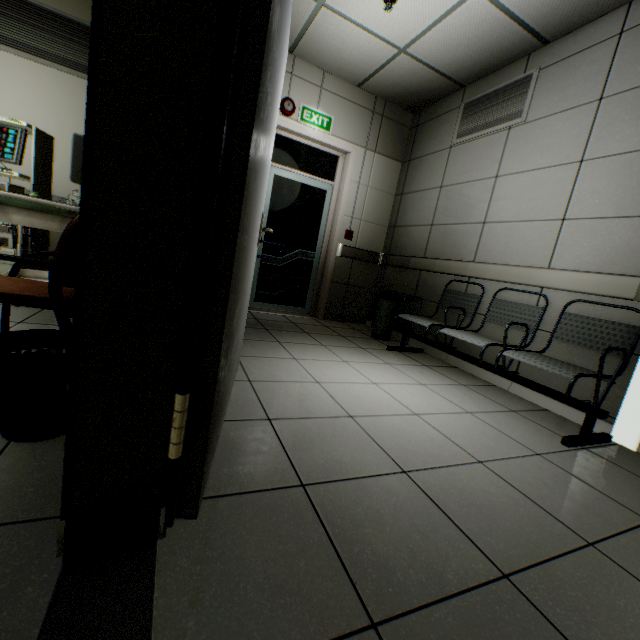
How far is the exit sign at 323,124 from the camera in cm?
Result: 420

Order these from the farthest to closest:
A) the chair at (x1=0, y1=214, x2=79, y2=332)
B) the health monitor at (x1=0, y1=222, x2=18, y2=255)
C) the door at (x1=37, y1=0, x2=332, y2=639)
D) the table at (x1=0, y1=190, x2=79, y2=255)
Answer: the health monitor at (x1=0, y1=222, x2=18, y2=255)
the table at (x1=0, y1=190, x2=79, y2=255)
the chair at (x1=0, y1=214, x2=79, y2=332)
the door at (x1=37, y1=0, x2=332, y2=639)

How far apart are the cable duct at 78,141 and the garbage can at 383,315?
2.8m

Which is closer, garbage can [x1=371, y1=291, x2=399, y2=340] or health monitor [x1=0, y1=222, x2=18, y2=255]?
health monitor [x1=0, y1=222, x2=18, y2=255]

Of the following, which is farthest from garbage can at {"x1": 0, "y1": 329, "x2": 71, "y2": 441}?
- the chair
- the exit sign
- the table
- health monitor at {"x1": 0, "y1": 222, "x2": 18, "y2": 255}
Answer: the exit sign

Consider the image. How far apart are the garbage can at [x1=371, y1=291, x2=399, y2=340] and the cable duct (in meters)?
2.84

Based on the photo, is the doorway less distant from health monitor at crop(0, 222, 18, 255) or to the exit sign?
the exit sign

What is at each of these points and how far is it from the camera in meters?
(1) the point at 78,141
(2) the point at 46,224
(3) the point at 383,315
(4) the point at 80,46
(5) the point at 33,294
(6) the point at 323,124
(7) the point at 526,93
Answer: (1) cable duct, 0.7
(2) table, 2.1
(3) garbage can, 4.3
(4) ventilation grill, 3.2
(5) chair, 1.5
(6) exit sign, 4.3
(7) ventilation grill, 3.2
